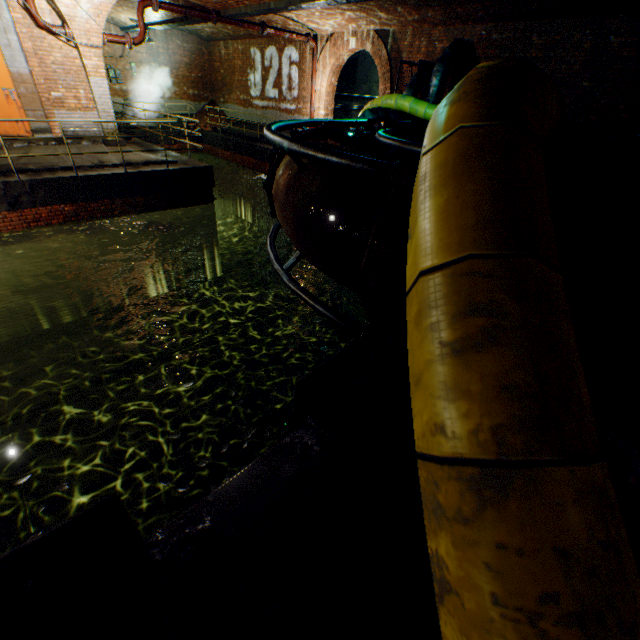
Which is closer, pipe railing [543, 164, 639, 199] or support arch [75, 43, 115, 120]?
pipe railing [543, 164, 639, 199]

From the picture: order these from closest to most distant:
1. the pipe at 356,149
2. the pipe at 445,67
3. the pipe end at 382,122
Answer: the pipe at 356,149, the pipe end at 382,122, the pipe at 445,67

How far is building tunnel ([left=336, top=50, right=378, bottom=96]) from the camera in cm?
1555

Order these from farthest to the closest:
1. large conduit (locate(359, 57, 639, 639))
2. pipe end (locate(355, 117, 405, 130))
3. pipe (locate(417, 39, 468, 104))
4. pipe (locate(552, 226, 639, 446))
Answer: pipe (locate(417, 39, 468, 104))
pipe end (locate(355, 117, 405, 130))
pipe (locate(552, 226, 639, 446))
large conduit (locate(359, 57, 639, 639))

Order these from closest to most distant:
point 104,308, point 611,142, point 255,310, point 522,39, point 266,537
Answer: point 266,537
point 611,142
point 522,39
point 104,308
point 255,310

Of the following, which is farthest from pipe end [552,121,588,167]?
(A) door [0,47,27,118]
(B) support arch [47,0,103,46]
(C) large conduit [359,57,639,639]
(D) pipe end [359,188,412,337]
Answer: (A) door [0,47,27,118]

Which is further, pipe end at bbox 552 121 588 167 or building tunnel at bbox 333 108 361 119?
building tunnel at bbox 333 108 361 119

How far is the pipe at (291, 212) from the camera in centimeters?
204cm
